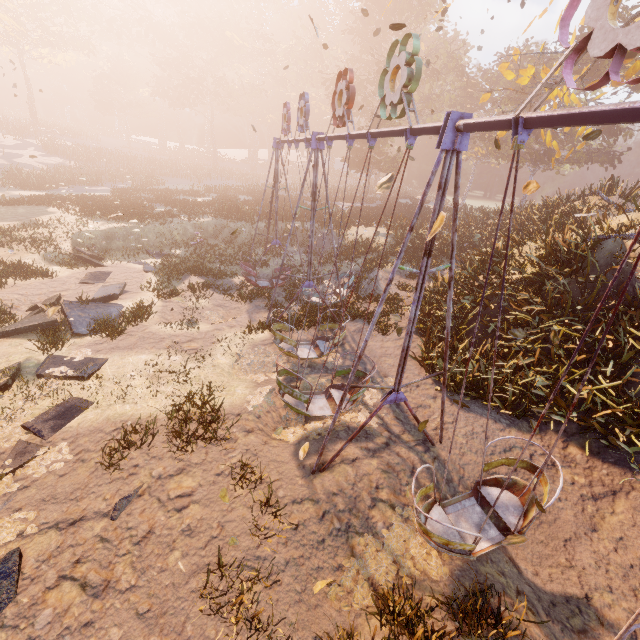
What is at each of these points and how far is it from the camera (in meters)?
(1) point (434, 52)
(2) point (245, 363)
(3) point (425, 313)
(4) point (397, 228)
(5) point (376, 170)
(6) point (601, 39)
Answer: (1) instancedfoliageactor, 45.47
(2) instancedfoliageactor, 9.75
(3) instancedfoliageactor, 11.80
(4) instancedfoliageactor, 21.34
(5) instancedfoliageactor, 52.50
(6) swing, 2.54

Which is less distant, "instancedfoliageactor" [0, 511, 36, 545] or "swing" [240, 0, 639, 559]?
"swing" [240, 0, 639, 559]

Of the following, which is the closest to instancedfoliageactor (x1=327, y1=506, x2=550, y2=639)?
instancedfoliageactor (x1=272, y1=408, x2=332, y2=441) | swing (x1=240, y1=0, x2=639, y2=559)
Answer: swing (x1=240, y1=0, x2=639, y2=559)

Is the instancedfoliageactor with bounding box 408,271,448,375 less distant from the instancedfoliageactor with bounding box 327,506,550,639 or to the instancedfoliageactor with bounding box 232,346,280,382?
the instancedfoliageactor with bounding box 232,346,280,382

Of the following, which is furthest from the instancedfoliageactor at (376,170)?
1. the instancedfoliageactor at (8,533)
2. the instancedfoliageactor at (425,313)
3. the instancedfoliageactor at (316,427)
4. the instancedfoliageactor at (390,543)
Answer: the instancedfoliageactor at (390,543)

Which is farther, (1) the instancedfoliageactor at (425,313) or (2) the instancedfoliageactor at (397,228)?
(2) the instancedfoliageactor at (397,228)

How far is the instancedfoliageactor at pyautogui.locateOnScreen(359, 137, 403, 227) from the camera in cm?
2714

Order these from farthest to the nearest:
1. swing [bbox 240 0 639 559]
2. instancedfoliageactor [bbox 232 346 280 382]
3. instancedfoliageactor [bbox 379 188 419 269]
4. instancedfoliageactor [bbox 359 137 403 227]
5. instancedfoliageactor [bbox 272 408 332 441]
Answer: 1. instancedfoliageactor [bbox 359 137 403 227]
2. instancedfoliageactor [bbox 379 188 419 269]
3. instancedfoliageactor [bbox 232 346 280 382]
4. instancedfoliageactor [bbox 272 408 332 441]
5. swing [bbox 240 0 639 559]
